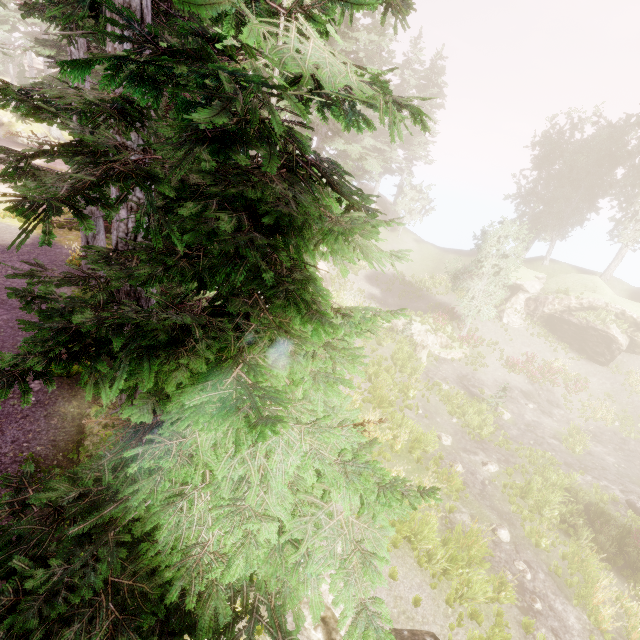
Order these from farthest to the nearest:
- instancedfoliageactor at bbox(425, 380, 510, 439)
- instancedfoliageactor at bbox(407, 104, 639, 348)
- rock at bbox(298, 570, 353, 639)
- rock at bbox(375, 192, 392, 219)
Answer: rock at bbox(375, 192, 392, 219), instancedfoliageactor at bbox(407, 104, 639, 348), instancedfoliageactor at bbox(425, 380, 510, 439), rock at bbox(298, 570, 353, 639)

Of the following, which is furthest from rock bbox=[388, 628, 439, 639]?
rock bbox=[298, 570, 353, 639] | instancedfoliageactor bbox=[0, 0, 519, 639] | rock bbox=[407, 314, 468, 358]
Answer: rock bbox=[407, 314, 468, 358]

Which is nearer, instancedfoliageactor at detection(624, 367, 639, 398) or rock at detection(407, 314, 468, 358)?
instancedfoliageactor at detection(624, 367, 639, 398)

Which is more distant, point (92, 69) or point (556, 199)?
point (556, 199)

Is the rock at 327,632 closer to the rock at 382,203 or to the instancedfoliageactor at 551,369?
the instancedfoliageactor at 551,369

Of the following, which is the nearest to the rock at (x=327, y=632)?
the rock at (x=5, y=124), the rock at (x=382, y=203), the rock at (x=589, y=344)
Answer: the rock at (x=589, y=344)

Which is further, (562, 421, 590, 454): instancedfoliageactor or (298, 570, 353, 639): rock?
(562, 421, 590, 454): instancedfoliageactor

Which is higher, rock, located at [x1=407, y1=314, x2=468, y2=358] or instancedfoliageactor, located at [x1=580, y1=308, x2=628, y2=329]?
instancedfoliageactor, located at [x1=580, y1=308, x2=628, y2=329]
